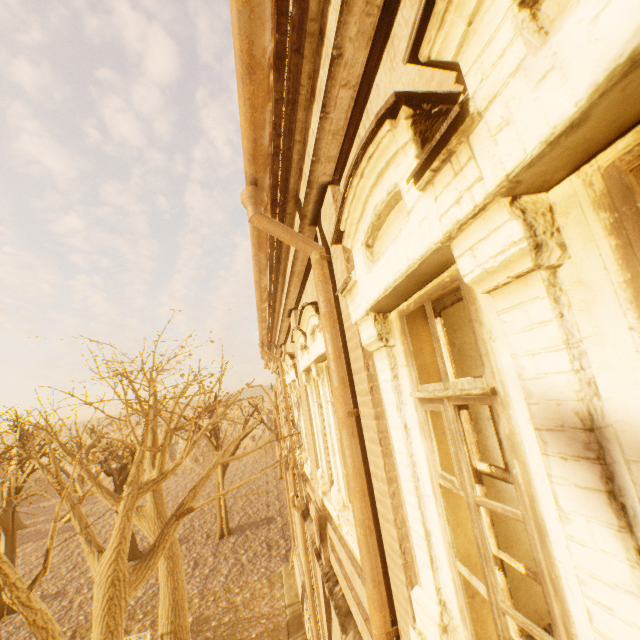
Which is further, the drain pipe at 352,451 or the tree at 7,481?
the tree at 7,481

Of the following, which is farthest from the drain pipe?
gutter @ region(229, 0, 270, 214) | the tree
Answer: the tree

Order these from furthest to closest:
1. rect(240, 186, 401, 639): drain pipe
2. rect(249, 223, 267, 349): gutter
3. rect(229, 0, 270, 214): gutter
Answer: rect(249, 223, 267, 349): gutter < rect(240, 186, 401, 639): drain pipe < rect(229, 0, 270, 214): gutter

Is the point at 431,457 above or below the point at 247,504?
above

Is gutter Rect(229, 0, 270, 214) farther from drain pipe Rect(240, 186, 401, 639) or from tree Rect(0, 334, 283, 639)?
tree Rect(0, 334, 283, 639)

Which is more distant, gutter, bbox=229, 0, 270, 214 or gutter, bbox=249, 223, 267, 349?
gutter, bbox=249, 223, 267, 349

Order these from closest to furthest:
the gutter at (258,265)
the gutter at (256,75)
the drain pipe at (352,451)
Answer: the gutter at (256,75) < the drain pipe at (352,451) < the gutter at (258,265)

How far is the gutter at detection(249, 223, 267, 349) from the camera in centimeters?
409cm
